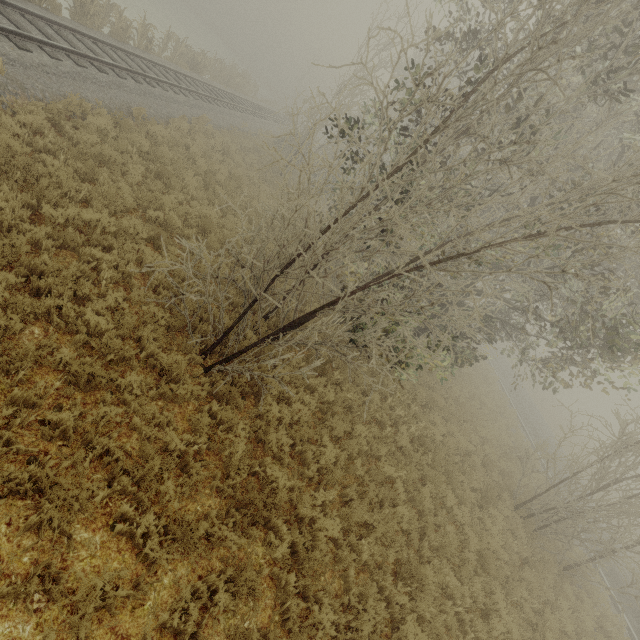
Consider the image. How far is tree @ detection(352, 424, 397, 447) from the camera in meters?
8.4 m

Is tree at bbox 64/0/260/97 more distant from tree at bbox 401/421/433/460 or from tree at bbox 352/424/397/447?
tree at bbox 401/421/433/460

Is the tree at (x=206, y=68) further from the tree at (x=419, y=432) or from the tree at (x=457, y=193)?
the tree at (x=419, y=432)

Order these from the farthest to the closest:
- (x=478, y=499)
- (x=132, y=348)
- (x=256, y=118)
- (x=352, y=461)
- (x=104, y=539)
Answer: (x=256, y=118) → (x=478, y=499) → (x=352, y=461) → (x=132, y=348) → (x=104, y=539)

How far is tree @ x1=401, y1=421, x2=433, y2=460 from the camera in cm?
966

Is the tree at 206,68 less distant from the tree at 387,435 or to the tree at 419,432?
the tree at 387,435

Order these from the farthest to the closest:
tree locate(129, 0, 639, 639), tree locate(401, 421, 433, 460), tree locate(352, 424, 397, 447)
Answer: tree locate(401, 421, 433, 460)
tree locate(352, 424, 397, 447)
tree locate(129, 0, 639, 639)
